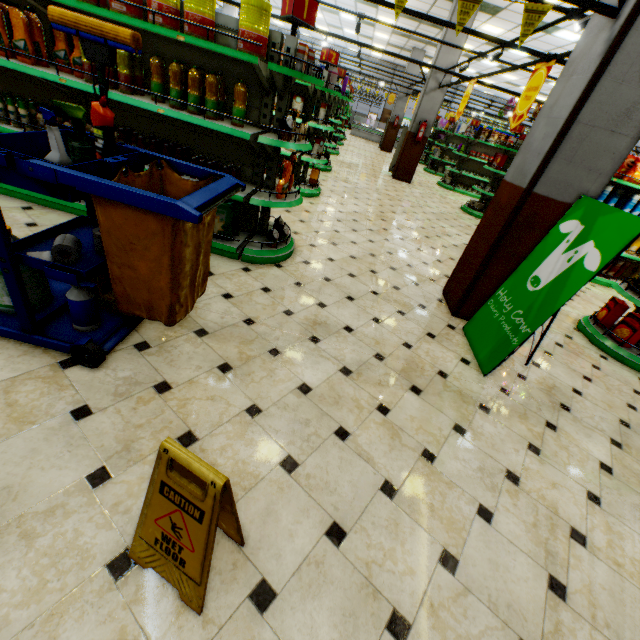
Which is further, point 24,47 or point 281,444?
point 24,47

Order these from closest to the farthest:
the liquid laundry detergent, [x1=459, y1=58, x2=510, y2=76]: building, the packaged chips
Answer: the liquid laundry detergent, the packaged chips, [x1=459, y1=58, x2=510, y2=76]: building

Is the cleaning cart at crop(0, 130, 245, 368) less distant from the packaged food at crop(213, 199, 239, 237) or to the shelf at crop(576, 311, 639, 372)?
the packaged food at crop(213, 199, 239, 237)

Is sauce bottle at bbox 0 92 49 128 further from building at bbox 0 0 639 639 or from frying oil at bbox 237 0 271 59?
frying oil at bbox 237 0 271 59

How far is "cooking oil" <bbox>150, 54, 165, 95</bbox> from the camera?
3.04m

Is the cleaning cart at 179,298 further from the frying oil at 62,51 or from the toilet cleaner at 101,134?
the frying oil at 62,51

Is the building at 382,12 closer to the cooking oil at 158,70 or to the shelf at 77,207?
the shelf at 77,207

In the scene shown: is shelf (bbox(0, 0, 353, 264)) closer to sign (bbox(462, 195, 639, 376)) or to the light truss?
the light truss
